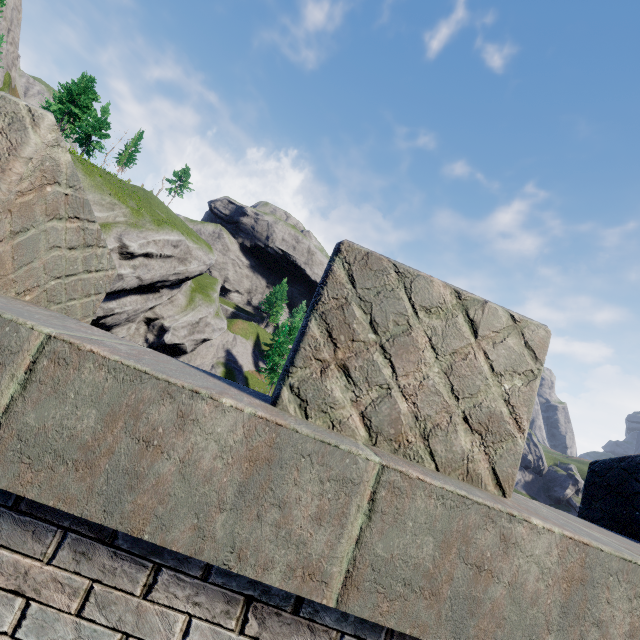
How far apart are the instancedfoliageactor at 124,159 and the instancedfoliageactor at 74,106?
7.28m

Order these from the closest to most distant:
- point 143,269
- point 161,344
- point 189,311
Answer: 1. point 143,269
2. point 161,344
3. point 189,311

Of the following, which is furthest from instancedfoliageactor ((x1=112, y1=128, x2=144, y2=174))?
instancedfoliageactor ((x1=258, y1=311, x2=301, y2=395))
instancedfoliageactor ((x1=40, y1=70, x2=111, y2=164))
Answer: instancedfoliageactor ((x1=258, y1=311, x2=301, y2=395))

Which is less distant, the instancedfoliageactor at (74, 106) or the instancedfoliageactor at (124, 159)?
the instancedfoliageactor at (74, 106)

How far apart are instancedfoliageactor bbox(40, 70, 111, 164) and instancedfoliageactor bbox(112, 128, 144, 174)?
7.28m

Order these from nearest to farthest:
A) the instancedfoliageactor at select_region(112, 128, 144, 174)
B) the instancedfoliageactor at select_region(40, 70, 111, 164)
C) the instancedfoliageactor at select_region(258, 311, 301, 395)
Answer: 1. the instancedfoliageactor at select_region(40, 70, 111, 164)
2. the instancedfoliageactor at select_region(258, 311, 301, 395)
3. the instancedfoliageactor at select_region(112, 128, 144, 174)

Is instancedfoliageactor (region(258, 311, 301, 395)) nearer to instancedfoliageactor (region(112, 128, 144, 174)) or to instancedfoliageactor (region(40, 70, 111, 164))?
instancedfoliageactor (region(112, 128, 144, 174))

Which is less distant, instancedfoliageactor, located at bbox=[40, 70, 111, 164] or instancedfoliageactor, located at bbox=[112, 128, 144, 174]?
instancedfoliageactor, located at bbox=[40, 70, 111, 164]
